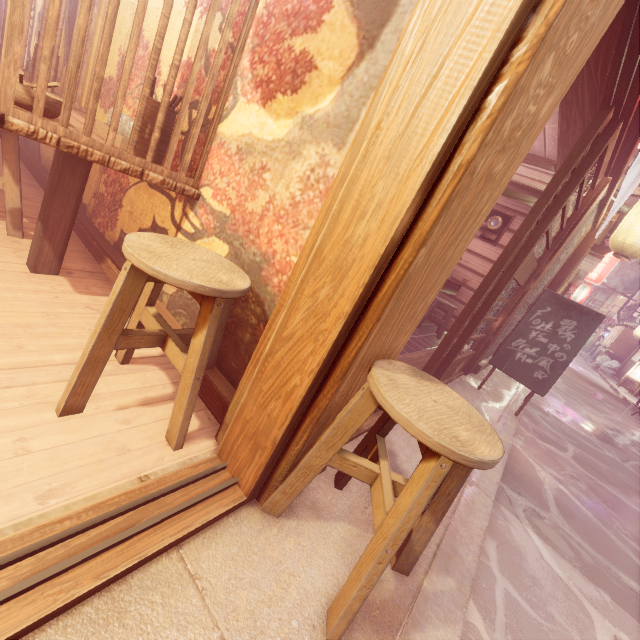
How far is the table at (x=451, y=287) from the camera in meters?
10.7 m

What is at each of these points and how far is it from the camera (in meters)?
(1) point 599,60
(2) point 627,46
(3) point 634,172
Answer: (1) wood bar, 4.10
(2) door frame, 3.61
(3) flag, 4.05

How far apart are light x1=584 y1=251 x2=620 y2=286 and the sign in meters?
27.7 m

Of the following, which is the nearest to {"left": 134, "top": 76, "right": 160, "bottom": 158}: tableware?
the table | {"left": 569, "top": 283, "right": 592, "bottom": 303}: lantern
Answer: the table

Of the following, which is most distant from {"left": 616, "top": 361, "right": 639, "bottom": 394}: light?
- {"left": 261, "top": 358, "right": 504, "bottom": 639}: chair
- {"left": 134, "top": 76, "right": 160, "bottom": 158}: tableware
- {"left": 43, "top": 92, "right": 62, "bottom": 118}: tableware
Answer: {"left": 43, "top": 92, "right": 62, "bottom": 118}: tableware

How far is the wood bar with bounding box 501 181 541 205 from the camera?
10.07m

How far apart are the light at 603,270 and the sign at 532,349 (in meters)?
27.67

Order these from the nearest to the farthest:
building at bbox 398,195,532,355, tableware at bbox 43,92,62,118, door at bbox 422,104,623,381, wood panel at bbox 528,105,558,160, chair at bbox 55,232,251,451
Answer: chair at bbox 55,232,251,451, tableware at bbox 43,92,62,118, door at bbox 422,104,623,381, wood panel at bbox 528,105,558,160, building at bbox 398,195,532,355
